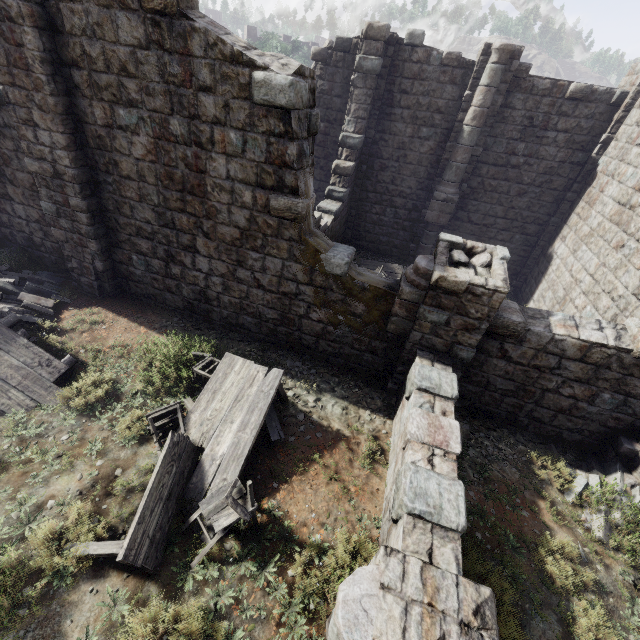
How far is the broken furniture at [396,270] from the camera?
A: 12.6m

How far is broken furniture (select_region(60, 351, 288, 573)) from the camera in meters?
4.3

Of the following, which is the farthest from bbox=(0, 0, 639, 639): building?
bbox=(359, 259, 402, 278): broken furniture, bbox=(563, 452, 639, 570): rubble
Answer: bbox=(359, 259, 402, 278): broken furniture

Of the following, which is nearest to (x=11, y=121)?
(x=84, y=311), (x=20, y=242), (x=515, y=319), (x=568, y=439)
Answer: (x=20, y=242)

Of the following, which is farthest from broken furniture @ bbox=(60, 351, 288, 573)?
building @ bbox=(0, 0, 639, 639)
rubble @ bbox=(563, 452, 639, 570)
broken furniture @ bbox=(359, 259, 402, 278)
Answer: broken furniture @ bbox=(359, 259, 402, 278)

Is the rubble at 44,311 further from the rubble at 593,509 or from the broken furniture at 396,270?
the rubble at 593,509

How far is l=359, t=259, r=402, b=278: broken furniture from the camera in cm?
1255

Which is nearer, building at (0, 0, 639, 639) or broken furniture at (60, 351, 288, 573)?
broken furniture at (60, 351, 288, 573)
